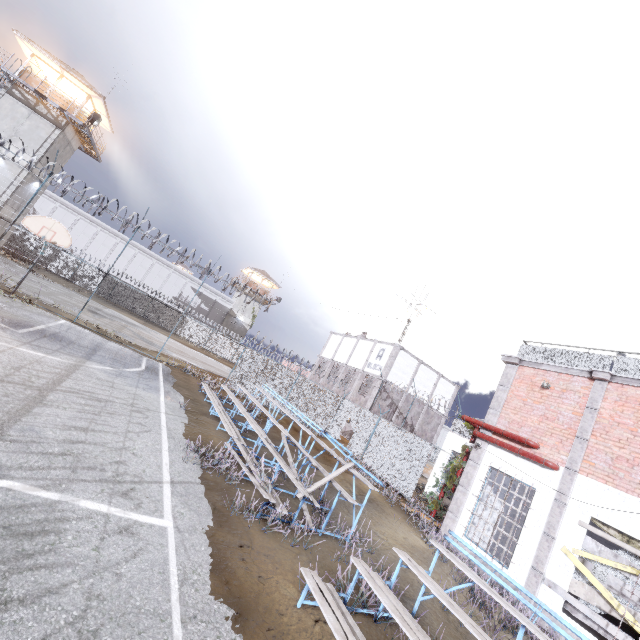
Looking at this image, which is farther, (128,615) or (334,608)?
(334,608)

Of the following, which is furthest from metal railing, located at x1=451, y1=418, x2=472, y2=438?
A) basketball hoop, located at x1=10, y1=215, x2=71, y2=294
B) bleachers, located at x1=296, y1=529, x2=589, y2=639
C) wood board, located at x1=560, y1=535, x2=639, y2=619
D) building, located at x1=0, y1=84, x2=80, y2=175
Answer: building, located at x1=0, y1=84, x2=80, y2=175

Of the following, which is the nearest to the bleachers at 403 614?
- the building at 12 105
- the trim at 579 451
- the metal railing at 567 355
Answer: the trim at 579 451

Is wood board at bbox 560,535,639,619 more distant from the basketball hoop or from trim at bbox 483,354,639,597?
the basketball hoop

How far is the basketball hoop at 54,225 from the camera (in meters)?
13.35

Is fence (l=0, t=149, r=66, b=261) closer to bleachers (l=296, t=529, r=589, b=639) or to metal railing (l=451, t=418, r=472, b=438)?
metal railing (l=451, t=418, r=472, b=438)

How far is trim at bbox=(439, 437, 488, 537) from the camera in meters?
11.5 m

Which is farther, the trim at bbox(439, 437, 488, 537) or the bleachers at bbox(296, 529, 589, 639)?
the trim at bbox(439, 437, 488, 537)
